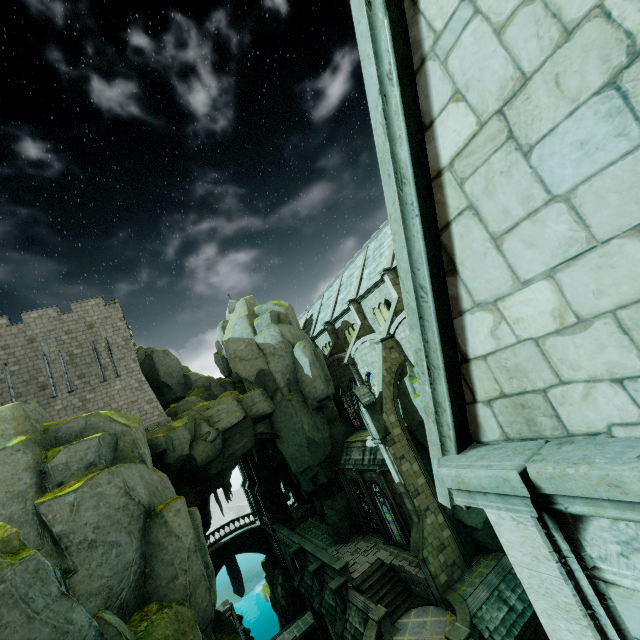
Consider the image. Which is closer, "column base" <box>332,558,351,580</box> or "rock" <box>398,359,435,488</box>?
"rock" <box>398,359,435,488</box>

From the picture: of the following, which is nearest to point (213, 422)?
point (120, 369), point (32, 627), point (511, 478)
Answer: point (120, 369)

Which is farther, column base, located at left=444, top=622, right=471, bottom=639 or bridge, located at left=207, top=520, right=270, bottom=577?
bridge, located at left=207, top=520, right=270, bottom=577

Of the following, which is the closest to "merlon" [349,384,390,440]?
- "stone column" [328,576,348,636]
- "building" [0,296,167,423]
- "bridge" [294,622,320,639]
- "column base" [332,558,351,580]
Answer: "column base" [332,558,351,580]

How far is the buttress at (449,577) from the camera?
18.8 meters

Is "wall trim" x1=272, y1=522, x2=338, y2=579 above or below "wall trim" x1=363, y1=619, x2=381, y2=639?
above

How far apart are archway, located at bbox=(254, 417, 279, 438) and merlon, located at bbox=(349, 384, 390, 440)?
10.1m

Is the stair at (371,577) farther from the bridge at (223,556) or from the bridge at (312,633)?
the bridge at (223,556)
